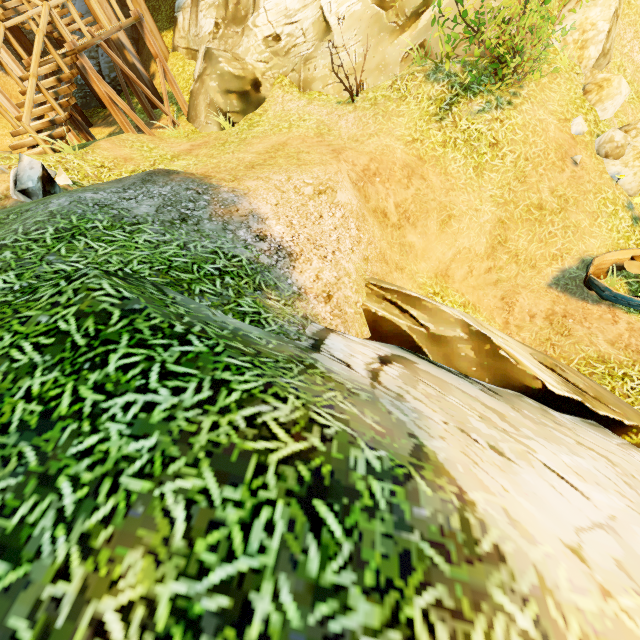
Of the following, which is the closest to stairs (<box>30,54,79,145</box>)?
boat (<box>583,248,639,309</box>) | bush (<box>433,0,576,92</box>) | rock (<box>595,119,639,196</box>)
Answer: bush (<box>433,0,576,92</box>)

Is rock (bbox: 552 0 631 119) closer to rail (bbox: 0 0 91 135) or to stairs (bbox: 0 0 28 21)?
rail (bbox: 0 0 91 135)

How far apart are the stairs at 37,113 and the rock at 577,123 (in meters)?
11.97

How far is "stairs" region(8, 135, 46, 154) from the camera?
7.79m

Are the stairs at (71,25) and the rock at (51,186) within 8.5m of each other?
yes

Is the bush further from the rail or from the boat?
the rail

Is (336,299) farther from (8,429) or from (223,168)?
(223,168)

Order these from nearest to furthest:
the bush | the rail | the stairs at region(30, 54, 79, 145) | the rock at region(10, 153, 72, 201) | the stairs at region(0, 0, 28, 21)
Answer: the rock at region(10, 153, 72, 201), the bush, the rail, the stairs at region(30, 54, 79, 145), the stairs at region(0, 0, 28, 21)
